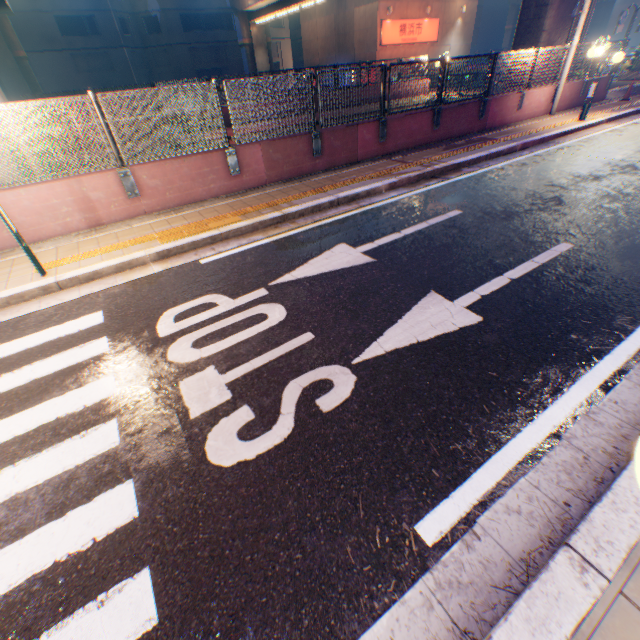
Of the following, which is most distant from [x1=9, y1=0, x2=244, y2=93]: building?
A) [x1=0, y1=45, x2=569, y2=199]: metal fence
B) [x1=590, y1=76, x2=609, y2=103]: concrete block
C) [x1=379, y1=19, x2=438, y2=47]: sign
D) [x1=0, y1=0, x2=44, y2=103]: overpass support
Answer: [x1=590, y1=76, x2=609, y2=103]: concrete block

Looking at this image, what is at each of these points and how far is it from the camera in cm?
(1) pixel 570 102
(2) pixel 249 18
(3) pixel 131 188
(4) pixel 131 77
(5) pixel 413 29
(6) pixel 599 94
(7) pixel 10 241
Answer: (1) concrete block, 1395
(2) overpass support, 3191
(3) metal fence, 673
(4) building, 3756
(5) sign, 2770
(6) concrete block, 1490
(7) concrete block, 616

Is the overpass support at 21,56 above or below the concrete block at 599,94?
above

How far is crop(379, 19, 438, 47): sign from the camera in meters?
26.5

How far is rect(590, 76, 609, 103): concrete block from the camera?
14.5m

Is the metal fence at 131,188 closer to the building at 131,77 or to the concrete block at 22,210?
the concrete block at 22,210

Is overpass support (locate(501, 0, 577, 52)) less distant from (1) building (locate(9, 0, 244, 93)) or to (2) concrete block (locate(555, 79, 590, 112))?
(2) concrete block (locate(555, 79, 590, 112))

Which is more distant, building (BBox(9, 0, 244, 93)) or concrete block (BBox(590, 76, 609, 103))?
building (BBox(9, 0, 244, 93))
